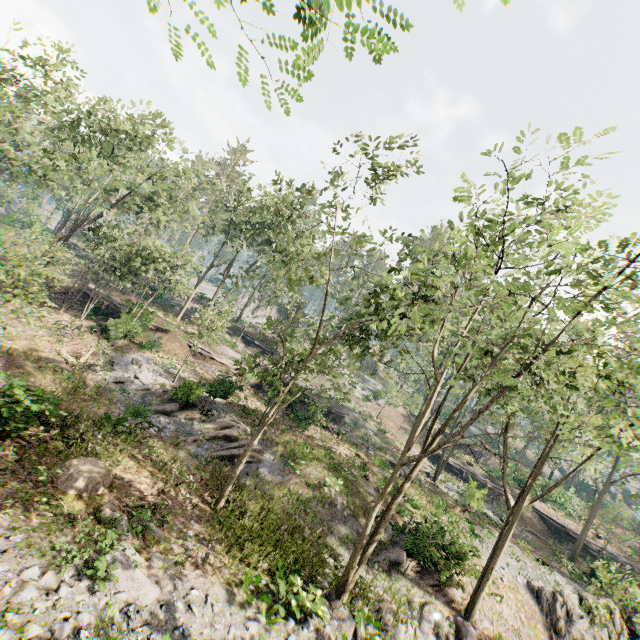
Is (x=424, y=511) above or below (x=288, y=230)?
below

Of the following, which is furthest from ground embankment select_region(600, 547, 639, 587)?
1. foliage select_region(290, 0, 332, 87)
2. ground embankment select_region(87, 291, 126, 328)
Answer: ground embankment select_region(87, 291, 126, 328)

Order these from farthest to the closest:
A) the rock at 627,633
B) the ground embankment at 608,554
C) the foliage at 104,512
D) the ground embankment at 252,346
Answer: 1. the ground embankment at 252,346
2. the ground embankment at 608,554
3. the rock at 627,633
4. the foliage at 104,512

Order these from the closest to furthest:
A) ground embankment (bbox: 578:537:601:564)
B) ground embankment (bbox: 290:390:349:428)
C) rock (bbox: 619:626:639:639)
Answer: rock (bbox: 619:626:639:639) → ground embankment (bbox: 290:390:349:428) → ground embankment (bbox: 578:537:601:564)

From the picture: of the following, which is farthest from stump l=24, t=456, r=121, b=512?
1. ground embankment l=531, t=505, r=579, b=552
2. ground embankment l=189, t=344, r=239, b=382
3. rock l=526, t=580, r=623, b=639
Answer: ground embankment l=531, t=505, r=579, b=552

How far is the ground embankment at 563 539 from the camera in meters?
34.0

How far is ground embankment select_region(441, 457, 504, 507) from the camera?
24.7m

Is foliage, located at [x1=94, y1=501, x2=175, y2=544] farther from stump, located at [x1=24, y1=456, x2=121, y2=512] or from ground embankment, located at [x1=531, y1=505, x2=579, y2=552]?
stump, located at [x1=24, y1=456, x2=121, y2=512]
